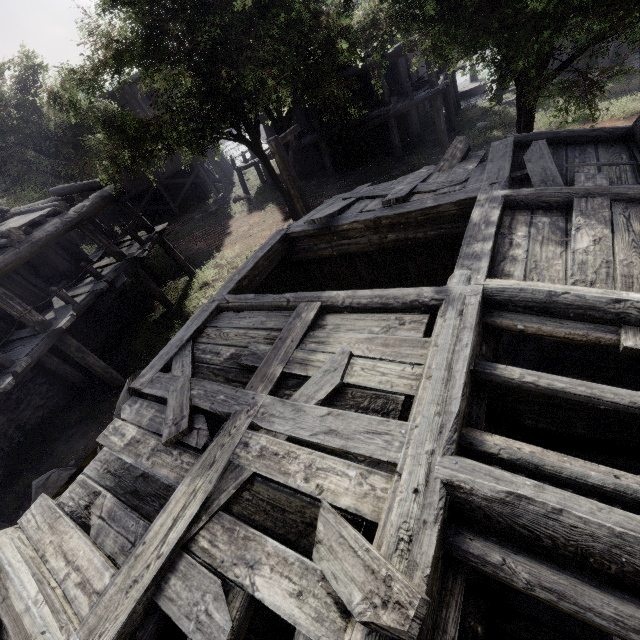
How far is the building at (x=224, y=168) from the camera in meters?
22.2 m

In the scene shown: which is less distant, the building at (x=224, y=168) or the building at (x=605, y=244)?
the building at (x=605, y=244)

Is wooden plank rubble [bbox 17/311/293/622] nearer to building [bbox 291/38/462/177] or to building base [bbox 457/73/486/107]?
building [bbox 291/38/462/177]

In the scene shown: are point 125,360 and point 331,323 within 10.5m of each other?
no

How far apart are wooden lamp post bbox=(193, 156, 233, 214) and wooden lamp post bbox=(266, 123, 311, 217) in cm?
1313

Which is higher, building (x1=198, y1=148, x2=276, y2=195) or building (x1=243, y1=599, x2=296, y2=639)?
building (x1=198, y1=148, x2=276, y2=195)

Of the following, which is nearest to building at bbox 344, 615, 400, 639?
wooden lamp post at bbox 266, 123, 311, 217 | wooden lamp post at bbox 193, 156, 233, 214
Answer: wooden lamp post at bbox 266, 123, 311, 217

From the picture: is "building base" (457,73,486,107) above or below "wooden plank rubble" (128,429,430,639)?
below
